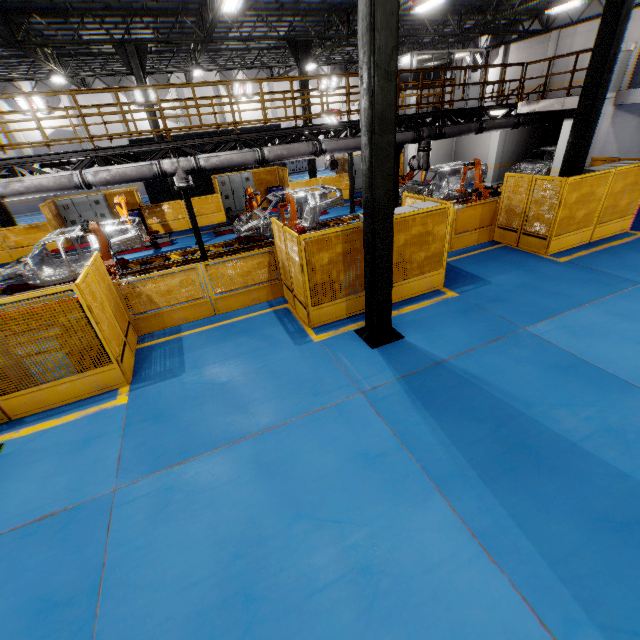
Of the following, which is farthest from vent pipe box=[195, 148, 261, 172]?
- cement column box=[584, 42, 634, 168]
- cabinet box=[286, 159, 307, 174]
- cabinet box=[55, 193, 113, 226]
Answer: cabinet box=[286, 159, 307, 174]

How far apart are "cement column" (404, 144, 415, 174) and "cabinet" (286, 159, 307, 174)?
15.60m

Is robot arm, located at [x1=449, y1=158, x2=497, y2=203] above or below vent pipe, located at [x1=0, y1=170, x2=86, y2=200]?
below

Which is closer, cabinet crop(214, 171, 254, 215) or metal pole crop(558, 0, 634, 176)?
metal pole crop(558, 0, 634, 176)

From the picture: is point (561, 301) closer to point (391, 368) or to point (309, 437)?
point (391, 368)

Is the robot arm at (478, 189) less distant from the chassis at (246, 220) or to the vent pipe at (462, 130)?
the chassis at (246, 220)

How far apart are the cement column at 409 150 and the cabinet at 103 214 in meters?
17.6 m

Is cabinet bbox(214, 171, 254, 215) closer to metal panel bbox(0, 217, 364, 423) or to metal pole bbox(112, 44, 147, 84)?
metal panel bbox(0, 217, 364, 423)
